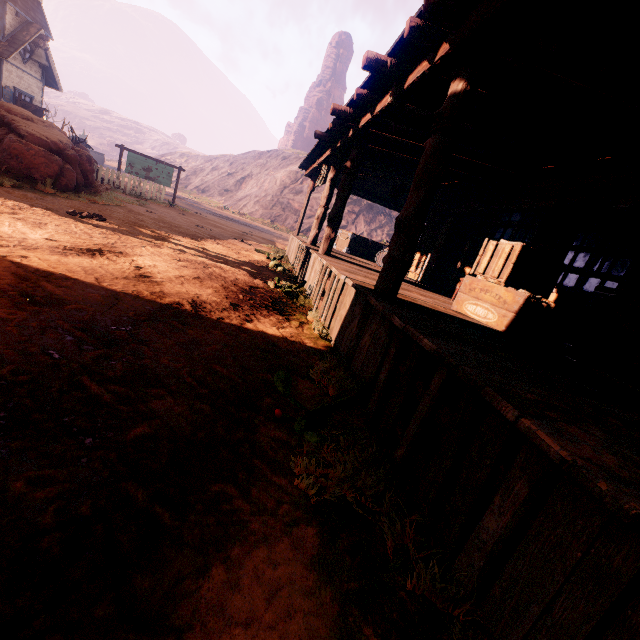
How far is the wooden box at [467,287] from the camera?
4.3 meters

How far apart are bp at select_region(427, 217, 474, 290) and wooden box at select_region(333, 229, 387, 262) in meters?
3.9

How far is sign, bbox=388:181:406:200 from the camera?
8.4 meters

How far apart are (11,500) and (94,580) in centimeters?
54cm

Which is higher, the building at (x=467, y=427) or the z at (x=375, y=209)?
the z at (x=375, y=209)

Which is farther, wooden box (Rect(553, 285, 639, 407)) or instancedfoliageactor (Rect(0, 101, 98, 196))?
instancedfoliageactor (Rect(0, 101, 98, 196))

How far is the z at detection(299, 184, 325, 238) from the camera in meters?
41.6

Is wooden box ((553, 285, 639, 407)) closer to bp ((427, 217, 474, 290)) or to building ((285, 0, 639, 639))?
building ((285, 0, 639, 639))
